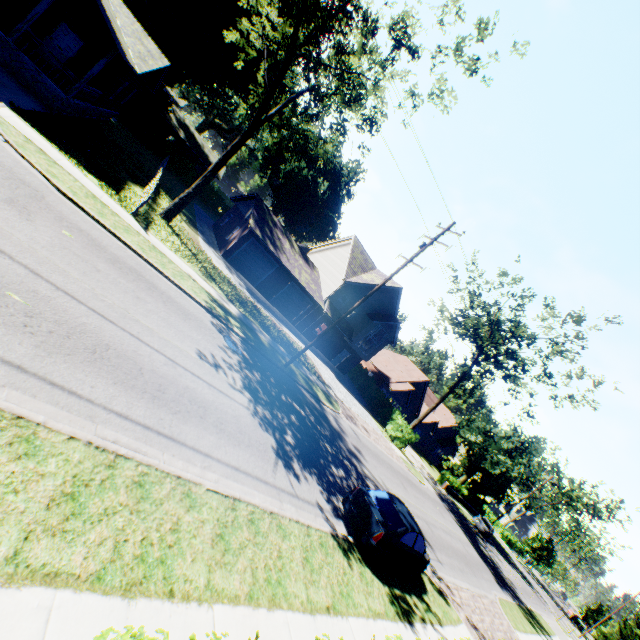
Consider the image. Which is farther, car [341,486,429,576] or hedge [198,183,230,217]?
hedge [198,183,230,217]

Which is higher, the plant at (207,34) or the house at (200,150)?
the plant at (207,34)

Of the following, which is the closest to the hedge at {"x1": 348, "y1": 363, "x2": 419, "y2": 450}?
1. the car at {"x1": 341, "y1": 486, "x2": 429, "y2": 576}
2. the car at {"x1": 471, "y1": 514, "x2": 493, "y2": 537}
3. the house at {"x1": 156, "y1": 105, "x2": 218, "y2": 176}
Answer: the house at {"x1": 156, "y1": 105, "x2": 218, "y2": 176}

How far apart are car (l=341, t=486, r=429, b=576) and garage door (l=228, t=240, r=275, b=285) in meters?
20.9 m

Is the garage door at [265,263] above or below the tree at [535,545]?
below

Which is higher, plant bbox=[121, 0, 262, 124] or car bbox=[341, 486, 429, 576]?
plant bbox=[121, 0, 262, 124]

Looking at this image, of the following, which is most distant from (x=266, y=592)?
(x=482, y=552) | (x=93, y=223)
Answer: (x=482, y=552)

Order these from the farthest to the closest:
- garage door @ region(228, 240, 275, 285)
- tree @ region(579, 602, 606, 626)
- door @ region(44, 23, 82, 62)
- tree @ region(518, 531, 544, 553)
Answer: tree @ region(579, 602, 606, 626) < tree @ region(518, 531, 544, 553) < garage door @ region(228, 240, 275, 285) < door @ region(44, 23, 82, 62)
